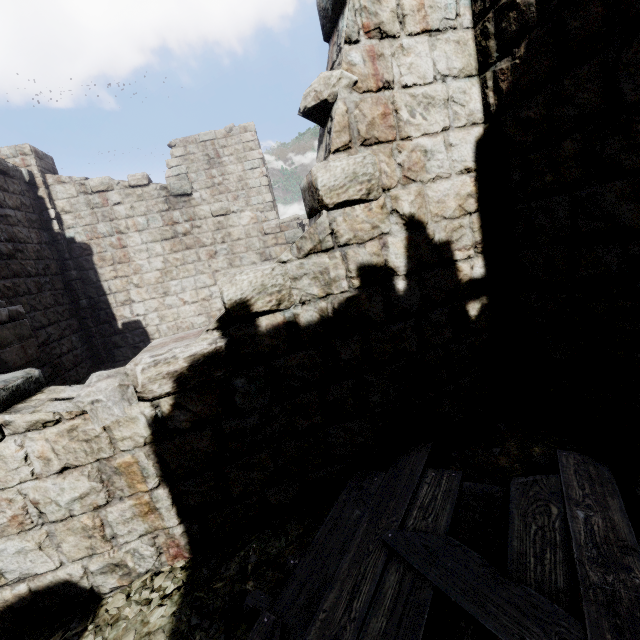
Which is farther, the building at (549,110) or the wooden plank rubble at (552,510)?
the building at (549,110)

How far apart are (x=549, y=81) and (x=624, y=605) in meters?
3.9

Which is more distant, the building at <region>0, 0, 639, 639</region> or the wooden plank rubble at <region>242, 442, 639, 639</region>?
the building at <region>0, 0, 639, 639</region>
